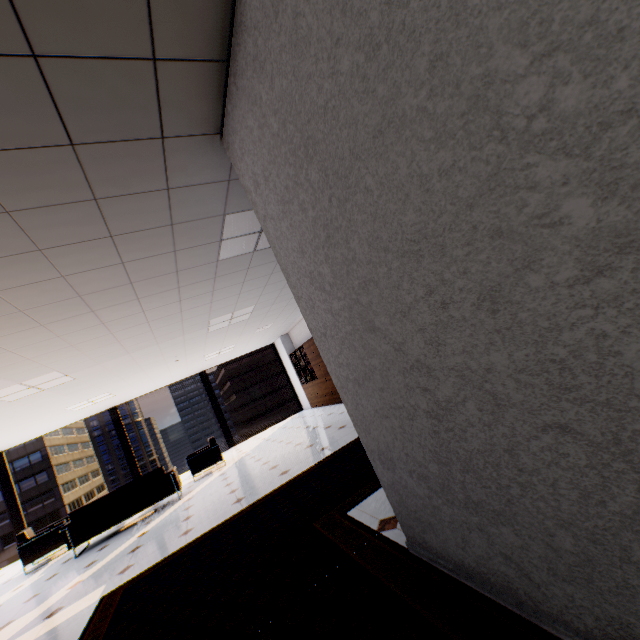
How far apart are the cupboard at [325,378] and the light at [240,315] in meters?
2.2

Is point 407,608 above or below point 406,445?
below

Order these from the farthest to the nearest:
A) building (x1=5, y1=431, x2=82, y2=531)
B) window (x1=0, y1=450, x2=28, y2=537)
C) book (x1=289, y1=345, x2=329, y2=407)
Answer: building (x1=5, y1=431, x2=82, y2=531)
book (x1=289, y1=345, x2=329, y2=407)
window (x1=0, y1=450, x2=28, y2=537)

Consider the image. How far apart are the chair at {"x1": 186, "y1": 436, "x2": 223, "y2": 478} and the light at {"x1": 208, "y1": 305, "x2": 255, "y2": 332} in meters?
3.2

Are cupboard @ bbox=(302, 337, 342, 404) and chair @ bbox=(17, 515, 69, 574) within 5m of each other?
no

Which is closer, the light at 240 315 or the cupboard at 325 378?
the light at 240 315

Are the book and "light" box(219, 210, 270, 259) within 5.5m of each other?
no

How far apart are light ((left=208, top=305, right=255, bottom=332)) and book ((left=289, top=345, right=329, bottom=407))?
3.5 meters
